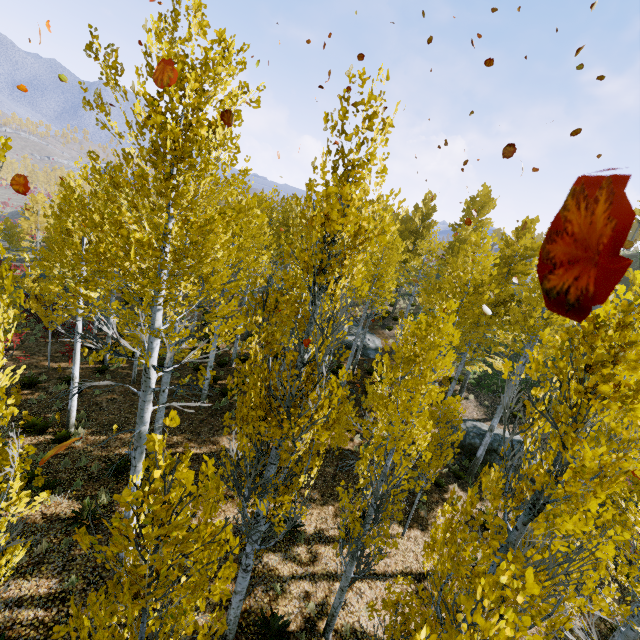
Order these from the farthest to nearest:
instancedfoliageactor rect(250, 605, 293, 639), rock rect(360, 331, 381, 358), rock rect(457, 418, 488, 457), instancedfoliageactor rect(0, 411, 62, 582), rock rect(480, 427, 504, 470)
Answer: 1. rock rect(360, 331, 381, 358)
2. rock rect(457, 418, 488, 457)
3. rock rect(480, 427, 504, 470)
4. instancedfoliageactor rect(250, 605, 293, 639)
5. instancedfoliageactor rect(0, 411, 62, 582)

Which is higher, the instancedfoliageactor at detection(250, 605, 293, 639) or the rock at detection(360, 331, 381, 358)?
the rock at detection(360, 331, 381, 358)

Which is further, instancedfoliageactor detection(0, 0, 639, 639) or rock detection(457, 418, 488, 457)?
rock detection(457, 418, 488, 457)

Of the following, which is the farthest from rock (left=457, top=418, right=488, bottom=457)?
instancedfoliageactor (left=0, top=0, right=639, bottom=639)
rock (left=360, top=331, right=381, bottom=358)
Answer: rock (left=360, top=331, right=381, bottom=358)

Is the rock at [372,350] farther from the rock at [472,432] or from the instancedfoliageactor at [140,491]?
the rock at [472,432]

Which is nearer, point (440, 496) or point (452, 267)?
point (452, 267)
